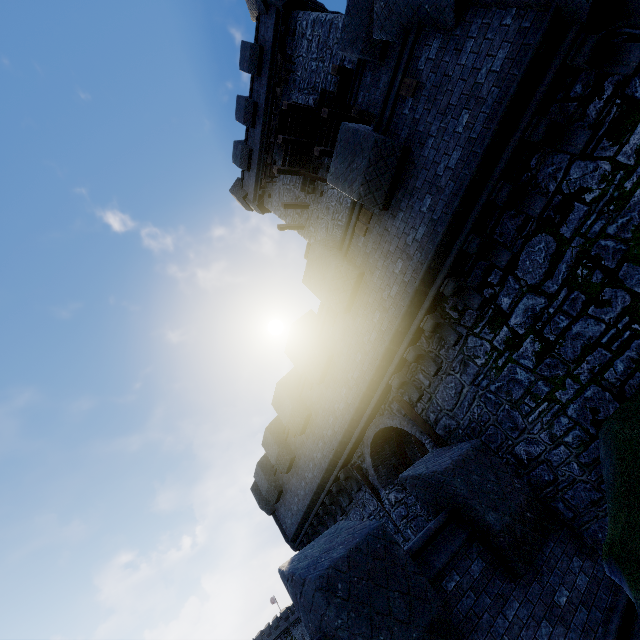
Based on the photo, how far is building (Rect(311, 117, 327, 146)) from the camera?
15.1 meters

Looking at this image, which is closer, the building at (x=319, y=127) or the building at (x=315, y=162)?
the building at (x=319, y=127)

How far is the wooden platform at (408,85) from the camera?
6.28m

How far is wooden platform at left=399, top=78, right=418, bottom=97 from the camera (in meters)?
6.28

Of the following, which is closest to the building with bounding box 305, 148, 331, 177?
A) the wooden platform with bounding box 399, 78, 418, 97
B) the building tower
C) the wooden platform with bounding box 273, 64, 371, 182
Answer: the wooden platform with bounding box 273, 64, 371, 182

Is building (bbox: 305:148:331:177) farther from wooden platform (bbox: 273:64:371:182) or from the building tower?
the building tower

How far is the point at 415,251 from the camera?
7.1 meters

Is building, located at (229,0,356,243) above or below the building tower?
above
